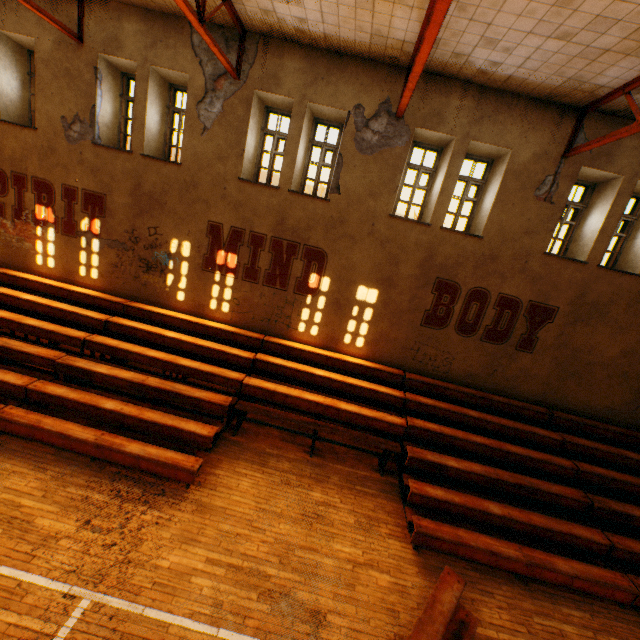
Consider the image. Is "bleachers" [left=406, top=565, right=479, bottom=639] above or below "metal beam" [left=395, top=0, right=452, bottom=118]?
below

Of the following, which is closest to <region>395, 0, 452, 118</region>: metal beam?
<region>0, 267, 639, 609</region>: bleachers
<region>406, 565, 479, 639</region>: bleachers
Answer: <region>0, 267, 639, 609</region>: bleachers

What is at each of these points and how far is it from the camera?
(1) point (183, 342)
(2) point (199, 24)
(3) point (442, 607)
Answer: (1) bleachers, 8.4 meters
(2) metal beam, 5.7 meters
(3) bleachers, 4.4 meters

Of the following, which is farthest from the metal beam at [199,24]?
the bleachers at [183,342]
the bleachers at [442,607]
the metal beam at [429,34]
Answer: the bleachers at [442,607]

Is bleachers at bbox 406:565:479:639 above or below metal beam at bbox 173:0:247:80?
below

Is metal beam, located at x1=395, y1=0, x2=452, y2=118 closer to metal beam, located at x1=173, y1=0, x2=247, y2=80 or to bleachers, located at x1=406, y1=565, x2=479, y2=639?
metal beam, located at x1=173, y1=0, x2=247, y2=80

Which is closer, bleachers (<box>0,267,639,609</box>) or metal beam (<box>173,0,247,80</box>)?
metal beam (<box>173,0,247,80</box>)

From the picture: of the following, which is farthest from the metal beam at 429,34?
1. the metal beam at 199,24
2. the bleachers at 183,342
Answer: the bleachers at 183,342
